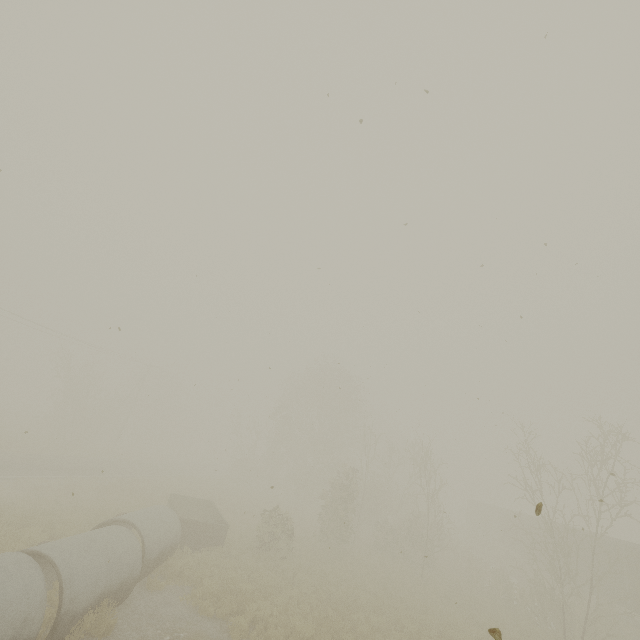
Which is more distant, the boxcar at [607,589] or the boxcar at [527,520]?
the boxcar at [527,520]

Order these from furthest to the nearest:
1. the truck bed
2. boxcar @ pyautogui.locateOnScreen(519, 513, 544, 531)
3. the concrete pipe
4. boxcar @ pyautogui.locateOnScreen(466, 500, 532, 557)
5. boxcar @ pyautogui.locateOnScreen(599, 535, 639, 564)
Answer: boxcar @ pyautogui.locateOnScreen(466, 500, 532, 557), boxcar @ pyautogui.locateOnScreen(519, 513, 544, 531), boxcar @ pyautogui.locateOnScreen(599, 535, 639, 564), the truck bed, the concrete pipe

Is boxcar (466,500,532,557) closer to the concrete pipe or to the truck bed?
the truck bed

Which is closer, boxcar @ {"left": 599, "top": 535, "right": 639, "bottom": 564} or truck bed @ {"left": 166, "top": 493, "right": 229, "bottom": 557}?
truck bed @ {"left": 166, "top": 493, "right": 229, "bottom": 557}

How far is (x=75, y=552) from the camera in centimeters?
885cm

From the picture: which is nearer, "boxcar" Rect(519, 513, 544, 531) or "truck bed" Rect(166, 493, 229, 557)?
"truck bed" Rect(166, 493, 229, 557)

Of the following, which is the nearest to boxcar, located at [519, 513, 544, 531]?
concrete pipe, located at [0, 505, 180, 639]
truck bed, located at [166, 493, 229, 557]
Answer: truck bed, located at [166, 493, 229, 557]

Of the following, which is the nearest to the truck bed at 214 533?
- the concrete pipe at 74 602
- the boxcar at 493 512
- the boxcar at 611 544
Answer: the concrete pipe at 74 602
